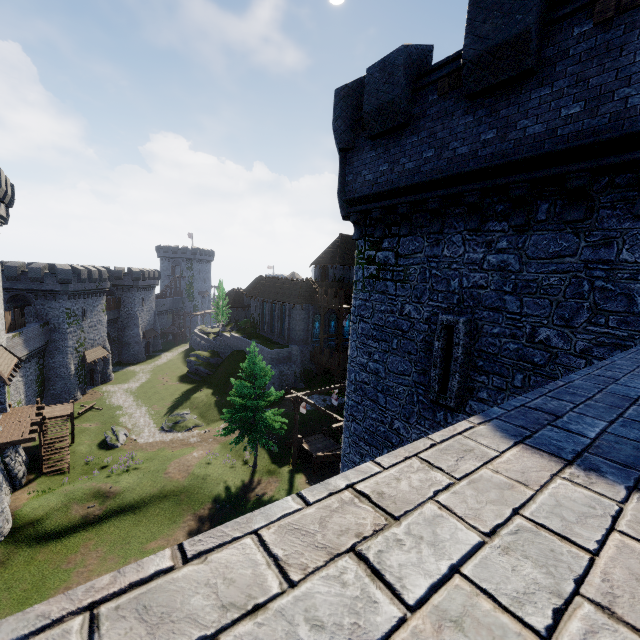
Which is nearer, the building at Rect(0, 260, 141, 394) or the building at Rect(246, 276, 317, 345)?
the building at Rect(0, 260, 141, 394)

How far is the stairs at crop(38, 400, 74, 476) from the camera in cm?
2639

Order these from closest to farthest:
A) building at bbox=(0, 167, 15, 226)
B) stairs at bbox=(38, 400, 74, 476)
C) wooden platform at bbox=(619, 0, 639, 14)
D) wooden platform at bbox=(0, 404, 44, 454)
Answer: wooden platform at bbox=(619, 0, 639, 14) < wooden platform at bbox=(0, 404, 44, 454) < building at bbox=(0, 167, 15, 226) < stairs at bbox=(38, 400, 74, 476)

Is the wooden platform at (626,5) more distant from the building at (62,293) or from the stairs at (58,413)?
the building at (62,293)

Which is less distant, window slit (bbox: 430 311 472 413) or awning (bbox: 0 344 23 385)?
window slit (bbox: 430 311 472 413)

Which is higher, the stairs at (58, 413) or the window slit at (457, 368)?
the window slit at (457, 368)

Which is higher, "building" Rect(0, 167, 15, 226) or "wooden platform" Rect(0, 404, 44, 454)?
"building" Rect(0, 167, 15, 226)

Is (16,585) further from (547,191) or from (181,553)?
(547,191)
